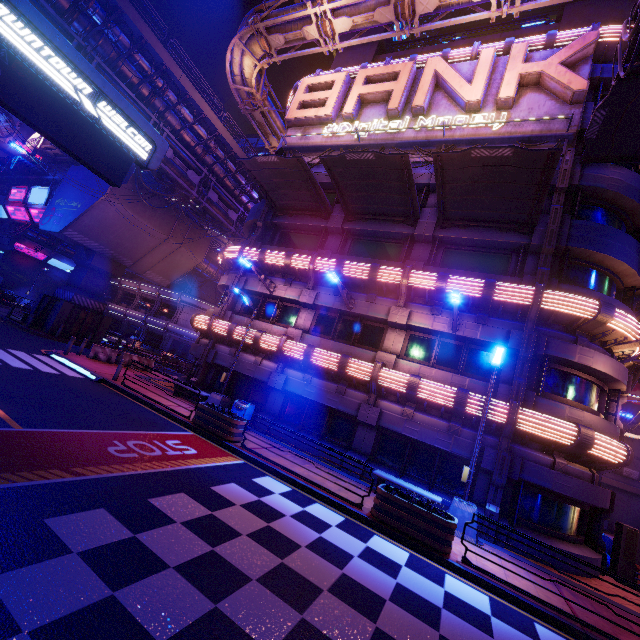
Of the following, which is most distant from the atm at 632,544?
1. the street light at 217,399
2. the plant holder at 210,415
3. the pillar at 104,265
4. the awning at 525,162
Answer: the pillar at 104,265

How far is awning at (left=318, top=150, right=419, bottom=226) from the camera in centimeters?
1345cm

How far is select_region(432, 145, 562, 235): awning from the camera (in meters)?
11.12

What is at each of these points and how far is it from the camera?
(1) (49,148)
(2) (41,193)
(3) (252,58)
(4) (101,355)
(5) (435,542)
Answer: (1) pipe, 45.47m
(2) sign, 27.30m
(3) pipe, 23.48m
(4) fence, 20.30m
(5) plant holder, 8.39m

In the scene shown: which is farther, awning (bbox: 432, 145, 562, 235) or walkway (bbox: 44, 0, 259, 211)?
walkway (bbox: 44, 0, 259, 211)

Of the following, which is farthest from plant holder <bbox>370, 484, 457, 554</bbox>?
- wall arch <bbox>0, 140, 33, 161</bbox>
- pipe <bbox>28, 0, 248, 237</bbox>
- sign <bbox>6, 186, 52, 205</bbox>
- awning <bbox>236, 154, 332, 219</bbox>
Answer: wall arch <bbox>0, 140, 33, 161</bbox>

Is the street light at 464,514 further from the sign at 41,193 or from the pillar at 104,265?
the sign at 41,193

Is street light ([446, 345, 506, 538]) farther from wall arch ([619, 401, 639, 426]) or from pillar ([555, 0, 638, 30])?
wall arch ([619, 401, 639, 426])
